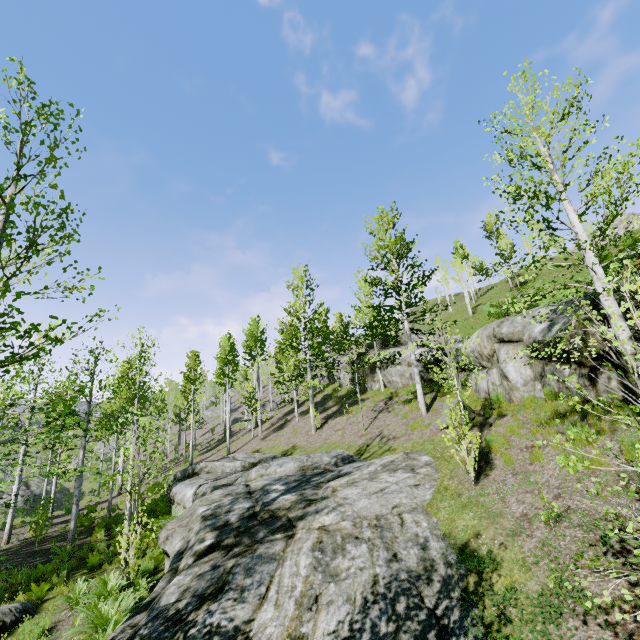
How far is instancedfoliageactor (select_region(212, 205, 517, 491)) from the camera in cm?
989

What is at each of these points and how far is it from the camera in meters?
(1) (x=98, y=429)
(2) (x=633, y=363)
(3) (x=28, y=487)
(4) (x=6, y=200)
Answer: (1) instancedfoliageactor, 17.3
(2) instancedfoliageactor, 6.2
(3) rock, 35.5
(4) instancedfoliageactor, 6.4

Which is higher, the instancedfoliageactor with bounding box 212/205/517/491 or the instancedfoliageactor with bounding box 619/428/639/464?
the instancedfoliageactor with bounding box 212/205/517/491

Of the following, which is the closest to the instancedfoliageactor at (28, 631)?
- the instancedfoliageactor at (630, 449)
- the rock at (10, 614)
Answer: the rock at (10, 614)

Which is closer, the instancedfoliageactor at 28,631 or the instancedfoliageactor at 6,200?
the instancedfoliageactor at 6,200

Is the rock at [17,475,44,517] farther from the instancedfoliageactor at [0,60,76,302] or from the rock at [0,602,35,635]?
the rock at [0,602,35,635]

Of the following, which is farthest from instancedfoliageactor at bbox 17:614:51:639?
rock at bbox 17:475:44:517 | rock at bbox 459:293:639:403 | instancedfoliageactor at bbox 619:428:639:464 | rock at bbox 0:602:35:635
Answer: instancedfoliageactor at bbox 619:428:639:464

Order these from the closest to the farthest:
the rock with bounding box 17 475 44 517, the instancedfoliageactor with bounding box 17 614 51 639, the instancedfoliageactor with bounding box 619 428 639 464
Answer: the instancedfoliageactor with bounding box 619 428 639 464, the instancedfoliageactor with bounding box 17 614 51 639, the rock with bounding box 17 475 44 517
